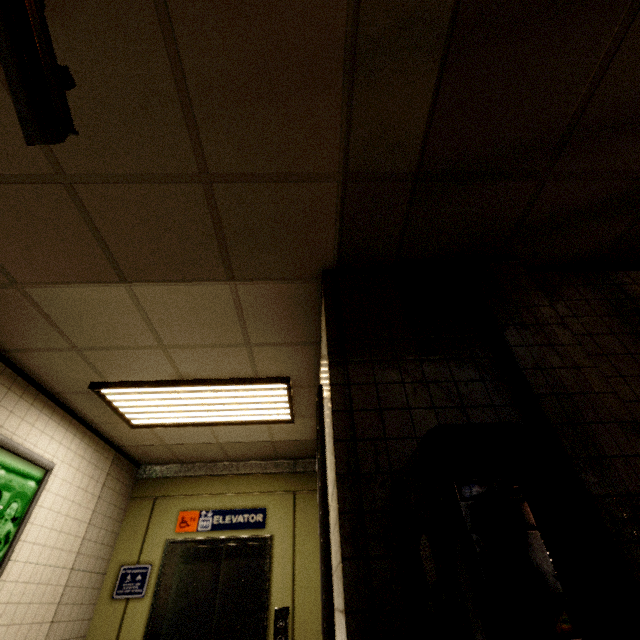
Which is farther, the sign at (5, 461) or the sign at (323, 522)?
the sign at (5, 461)

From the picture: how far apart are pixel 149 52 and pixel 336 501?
2.0 meters

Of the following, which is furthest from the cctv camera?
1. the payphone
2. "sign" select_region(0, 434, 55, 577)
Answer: "sign" select_region(0, 434, 55, 577)

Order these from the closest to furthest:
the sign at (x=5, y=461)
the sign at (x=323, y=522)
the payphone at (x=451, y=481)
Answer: the payphone at (x=451, y=481) < the sign at (x=323, y=522) < the sign at (x=5, y=461)

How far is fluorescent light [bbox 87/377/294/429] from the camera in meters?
3.2 m

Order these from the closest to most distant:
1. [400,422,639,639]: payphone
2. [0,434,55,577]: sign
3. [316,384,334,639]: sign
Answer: [400,422,639,639]: payphone, [316,384,334,639]: sign, [0,434,55,577]: sign

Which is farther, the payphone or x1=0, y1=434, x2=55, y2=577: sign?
x1=0, y1=434, x2=55, y2=577: sign

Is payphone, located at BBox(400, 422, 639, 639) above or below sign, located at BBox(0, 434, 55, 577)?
below
